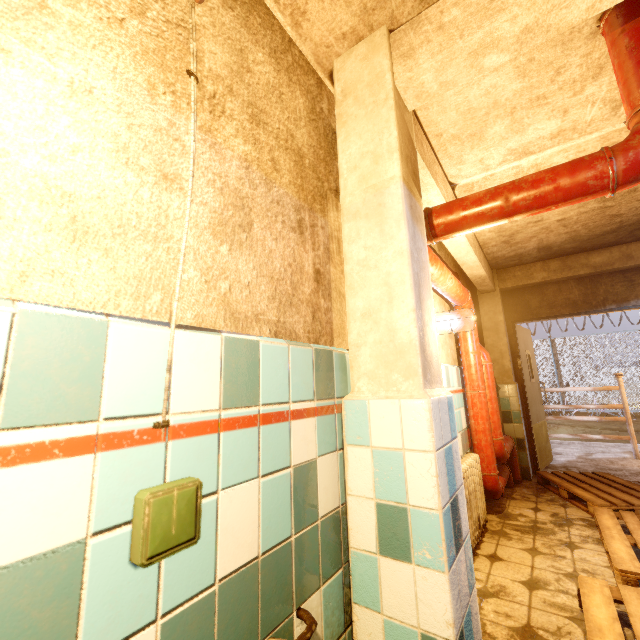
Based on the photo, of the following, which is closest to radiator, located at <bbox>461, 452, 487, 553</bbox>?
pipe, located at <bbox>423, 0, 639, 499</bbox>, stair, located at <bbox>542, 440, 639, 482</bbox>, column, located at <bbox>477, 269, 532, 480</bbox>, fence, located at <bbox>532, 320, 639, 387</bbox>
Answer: pipe, located at <bbox>423, 0, 639, 499</bbox>

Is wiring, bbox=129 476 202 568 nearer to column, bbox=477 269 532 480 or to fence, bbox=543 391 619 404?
column, bbox=477 269 532 480

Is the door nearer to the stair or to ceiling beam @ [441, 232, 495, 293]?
the stair

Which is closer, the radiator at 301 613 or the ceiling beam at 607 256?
the radiator at 301 613

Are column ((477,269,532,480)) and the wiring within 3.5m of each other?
no

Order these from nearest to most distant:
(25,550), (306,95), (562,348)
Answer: (25,550)
(306,95)
(562,348)

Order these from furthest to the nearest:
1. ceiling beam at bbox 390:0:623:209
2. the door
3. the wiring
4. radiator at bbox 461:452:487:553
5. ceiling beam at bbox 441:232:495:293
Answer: the door, ceiling beam at bbox 441:232:495:293, radiator at bbox 461:452:487:553, ceiling beam at bbox 390:0:623:209, the wiring

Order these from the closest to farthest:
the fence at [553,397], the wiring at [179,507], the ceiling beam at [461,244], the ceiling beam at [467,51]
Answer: the wiring at [179,507], the ceiling beam at [467,51], the ceiling beam at [461,244], the fence at [553,397]
